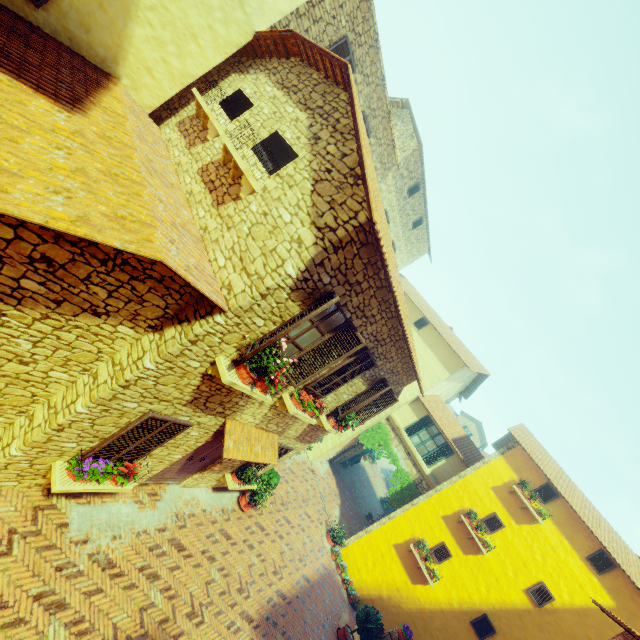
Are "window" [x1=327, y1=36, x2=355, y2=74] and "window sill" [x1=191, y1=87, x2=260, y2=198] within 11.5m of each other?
yes

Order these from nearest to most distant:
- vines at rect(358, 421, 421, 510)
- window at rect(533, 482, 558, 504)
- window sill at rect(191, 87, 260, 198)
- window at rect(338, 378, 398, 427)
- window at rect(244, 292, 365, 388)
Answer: window at rect(244, 292, 365, 388) → window sill at rect(191, 87, 260, 198) → window at rect(338, 378, 398, 427) → window at rect(533, 482, 558, 504) → vines at rect(358, 421, 421, 510)

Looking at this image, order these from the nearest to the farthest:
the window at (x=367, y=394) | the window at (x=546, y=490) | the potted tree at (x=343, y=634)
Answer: the window at (x=367, y=394), the potted tree at (x=343, y=634), the window at (x=546, y=490)

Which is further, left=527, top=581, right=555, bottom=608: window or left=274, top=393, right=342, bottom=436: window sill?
left=527, top=581, right=555, bottom=608: window

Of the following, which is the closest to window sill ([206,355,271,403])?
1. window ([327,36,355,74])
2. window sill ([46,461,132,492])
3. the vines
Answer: window sill ([46,461,132,492])

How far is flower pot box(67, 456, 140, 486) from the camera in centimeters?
545cm

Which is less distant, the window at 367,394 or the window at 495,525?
the window at 367,394

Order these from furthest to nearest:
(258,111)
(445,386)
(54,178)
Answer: (445,386)
(258,111)
(54,178)
